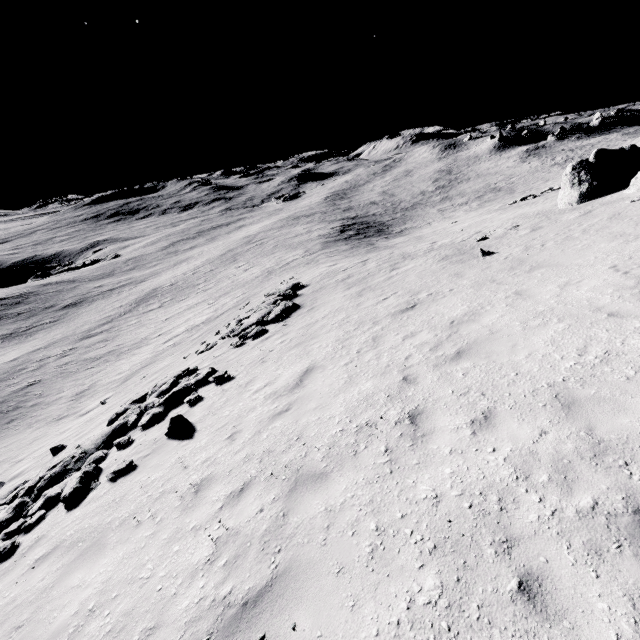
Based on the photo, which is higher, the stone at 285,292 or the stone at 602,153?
the stone at 602,153

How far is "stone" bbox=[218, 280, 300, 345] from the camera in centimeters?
1573cm

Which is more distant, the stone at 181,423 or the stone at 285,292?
the stone at 285,292

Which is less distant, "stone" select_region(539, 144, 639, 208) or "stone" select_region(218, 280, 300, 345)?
"stone" select_region(218, 280, 300, 345)

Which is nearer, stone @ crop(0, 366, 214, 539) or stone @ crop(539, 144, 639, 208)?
stone @ crop(0, 366, 214, 539)

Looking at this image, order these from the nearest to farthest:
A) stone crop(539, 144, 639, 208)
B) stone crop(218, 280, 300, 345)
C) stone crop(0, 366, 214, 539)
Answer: stone crop(0, 366, 214, 539) → stone crop(218, 280, 300, 345) → stone crop(539, 144, 639, 208)

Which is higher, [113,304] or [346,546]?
[346,546]

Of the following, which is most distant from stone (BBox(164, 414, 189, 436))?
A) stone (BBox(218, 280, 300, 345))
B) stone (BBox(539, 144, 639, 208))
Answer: stone (BBox(539, 144, 639, 208))
